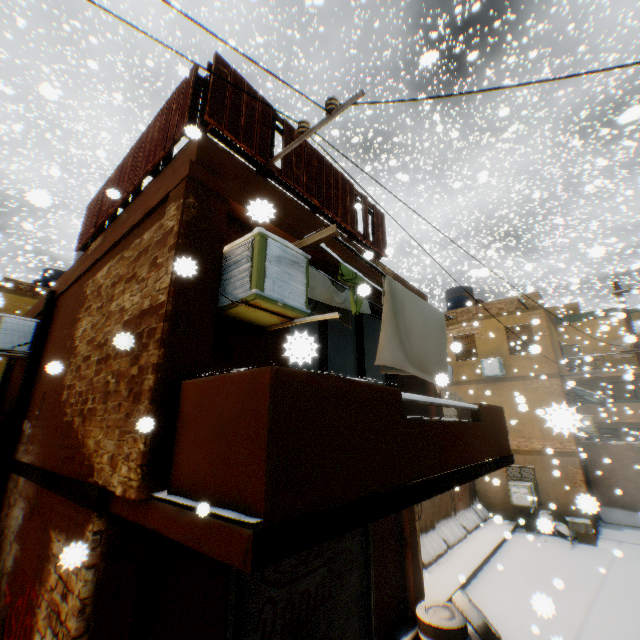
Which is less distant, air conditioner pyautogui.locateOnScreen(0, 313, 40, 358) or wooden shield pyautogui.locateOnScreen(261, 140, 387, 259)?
wooden shield pyautogui.locateOnScreen(261, 140, 387, 259)

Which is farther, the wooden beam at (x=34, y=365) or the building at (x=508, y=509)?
the building at (x=508, y=509)

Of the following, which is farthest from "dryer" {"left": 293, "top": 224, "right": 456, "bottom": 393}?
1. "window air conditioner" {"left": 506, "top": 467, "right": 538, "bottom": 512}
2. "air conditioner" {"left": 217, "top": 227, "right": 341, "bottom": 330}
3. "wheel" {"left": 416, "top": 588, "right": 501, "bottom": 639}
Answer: "window air conditioner" {"left": 506, "top": 467, "right": 538, "bottom": 512}

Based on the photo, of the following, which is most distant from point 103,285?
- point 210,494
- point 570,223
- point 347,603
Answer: point 570,223

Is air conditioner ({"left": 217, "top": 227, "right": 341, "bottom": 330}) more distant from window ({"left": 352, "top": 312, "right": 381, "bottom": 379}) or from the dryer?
window ({"left": 352, "top": 312, "right": 381, "bottom": 379})

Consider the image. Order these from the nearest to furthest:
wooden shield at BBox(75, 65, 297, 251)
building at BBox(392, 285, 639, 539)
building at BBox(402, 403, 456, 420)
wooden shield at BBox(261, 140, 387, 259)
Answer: wooden shield at BBox(75, 65, 297, 251) < wooden shield at BBox(261, 140, 387, 259) < building at BBox(402, 403, 456, 420) < building at BBox(392, 285, 639, 539)

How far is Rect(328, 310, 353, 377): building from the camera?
8.8m

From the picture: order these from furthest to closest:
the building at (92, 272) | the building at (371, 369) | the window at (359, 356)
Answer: the building at (371, 369) < the window at (359, 356) < the building at (92, 272)
